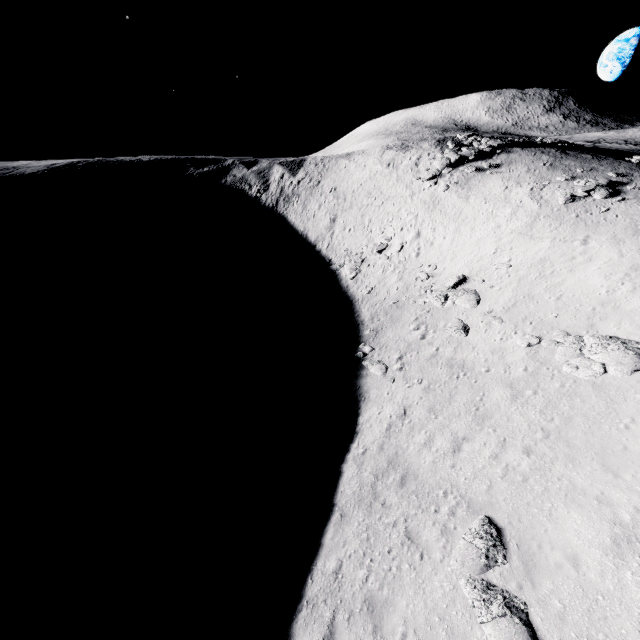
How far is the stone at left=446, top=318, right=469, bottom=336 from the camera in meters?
18.9

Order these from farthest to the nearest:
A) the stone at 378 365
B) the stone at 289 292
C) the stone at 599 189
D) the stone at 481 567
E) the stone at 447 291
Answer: the stone at 289 292, the stone at 599 189, the stone at 447 291, the stone at 378 365, the stone at 481 567

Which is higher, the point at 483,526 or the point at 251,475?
the point at 483,526

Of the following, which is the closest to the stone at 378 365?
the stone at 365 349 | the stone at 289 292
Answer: the stone at 365 349

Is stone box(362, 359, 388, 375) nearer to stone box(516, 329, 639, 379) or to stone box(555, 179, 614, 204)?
stone box(516, 329, 639, 379)

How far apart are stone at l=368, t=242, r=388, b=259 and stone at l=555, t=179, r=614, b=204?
13.3m

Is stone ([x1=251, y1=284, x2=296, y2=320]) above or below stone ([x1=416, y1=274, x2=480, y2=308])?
below

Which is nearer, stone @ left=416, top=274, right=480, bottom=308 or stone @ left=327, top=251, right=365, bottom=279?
stone @ left=416, top=274, right=480, bottom=308
